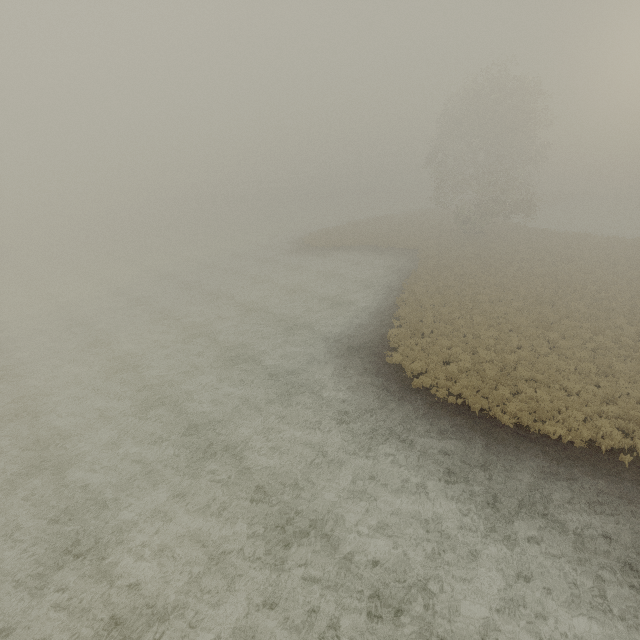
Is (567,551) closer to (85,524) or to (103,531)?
(103,531)
